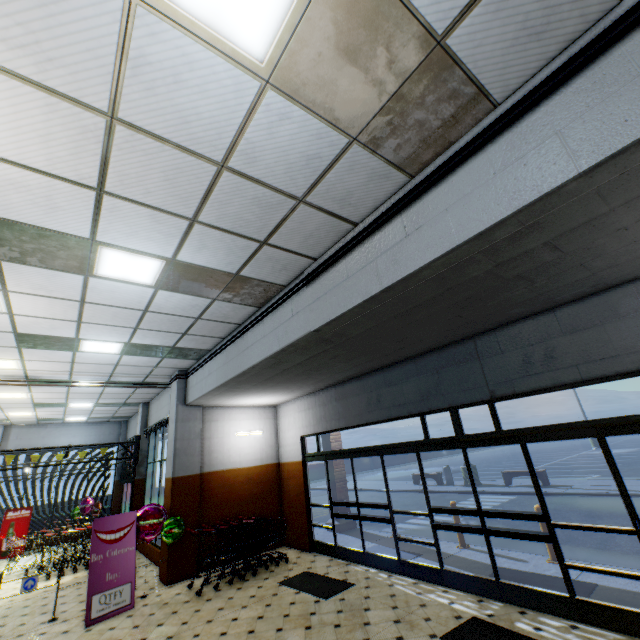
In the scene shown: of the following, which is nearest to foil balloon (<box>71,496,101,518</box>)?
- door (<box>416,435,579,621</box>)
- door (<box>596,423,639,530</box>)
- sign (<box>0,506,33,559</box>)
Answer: sign (<box>0,506,33,559</box>)

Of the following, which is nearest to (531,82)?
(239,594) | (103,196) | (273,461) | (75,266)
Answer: (103,196)

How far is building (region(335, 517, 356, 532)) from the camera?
10.1 meters

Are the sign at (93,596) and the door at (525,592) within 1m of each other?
no

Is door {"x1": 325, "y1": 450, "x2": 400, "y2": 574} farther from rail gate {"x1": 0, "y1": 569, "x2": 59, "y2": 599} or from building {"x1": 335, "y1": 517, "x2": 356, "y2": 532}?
rail gate {"x1": 0, "y1": 569, "x2": 59, "y2": 599}

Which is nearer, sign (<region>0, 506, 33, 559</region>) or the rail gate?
the rail gate

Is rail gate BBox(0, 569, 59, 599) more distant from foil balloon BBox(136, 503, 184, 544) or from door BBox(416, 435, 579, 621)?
door BBox(416, 435, 579, 621)

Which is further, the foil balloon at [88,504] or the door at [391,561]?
the foil balloon at [88,504]
